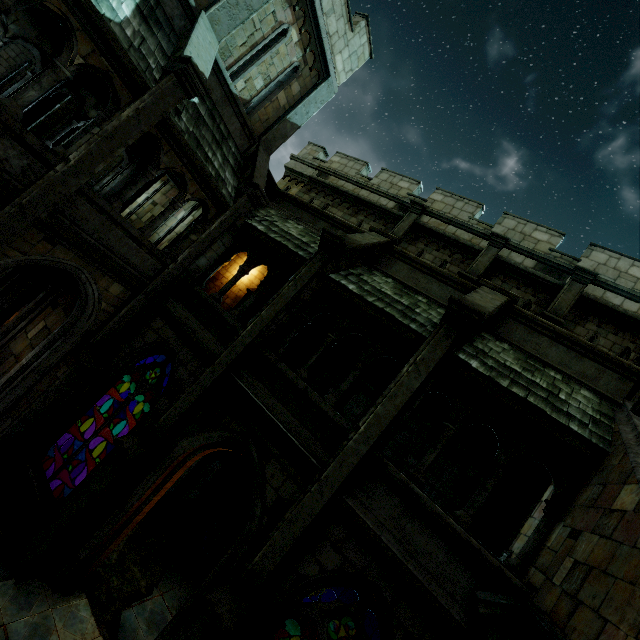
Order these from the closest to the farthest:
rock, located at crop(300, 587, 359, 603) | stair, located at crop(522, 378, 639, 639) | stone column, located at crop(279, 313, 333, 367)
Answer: stair, located at crop(522, 378, 639, 639), rock, located at crop(300, 587, 359, 603), stone column, located at crop(279, 313, 333, 367)

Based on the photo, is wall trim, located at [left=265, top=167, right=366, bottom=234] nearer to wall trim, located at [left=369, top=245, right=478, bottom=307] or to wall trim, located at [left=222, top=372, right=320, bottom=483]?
wall trim, located at [left=369, top=245, right=478, bottom=307]

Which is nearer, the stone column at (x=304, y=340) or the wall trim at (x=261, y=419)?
the wall trim at (x=261, y=419)

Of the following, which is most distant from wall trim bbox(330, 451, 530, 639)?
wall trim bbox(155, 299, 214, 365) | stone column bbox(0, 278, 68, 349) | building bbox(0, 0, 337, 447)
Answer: stone column bbox(0, 278, 68, 349)

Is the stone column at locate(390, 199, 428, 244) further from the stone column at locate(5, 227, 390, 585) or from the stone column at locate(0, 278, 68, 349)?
the stone column at locate(0, 278, 68, 349)

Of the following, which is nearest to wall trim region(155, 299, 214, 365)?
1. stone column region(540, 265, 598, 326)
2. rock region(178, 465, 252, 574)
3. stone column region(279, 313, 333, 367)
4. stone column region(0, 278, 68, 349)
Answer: stone column region(0, 278, 68, 349)

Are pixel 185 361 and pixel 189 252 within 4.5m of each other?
yes

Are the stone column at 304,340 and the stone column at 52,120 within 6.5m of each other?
no
